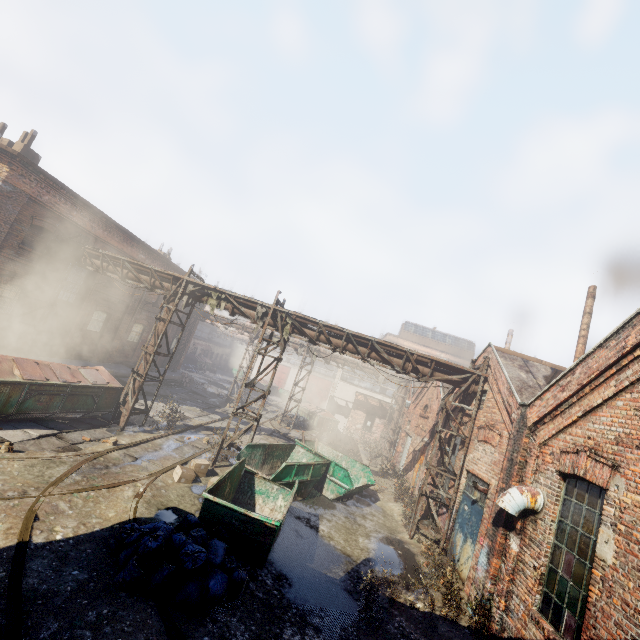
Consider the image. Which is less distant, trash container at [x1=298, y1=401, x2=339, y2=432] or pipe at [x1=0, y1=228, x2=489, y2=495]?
pipe at [x1=0, y1=228, x2=489, y2=495]

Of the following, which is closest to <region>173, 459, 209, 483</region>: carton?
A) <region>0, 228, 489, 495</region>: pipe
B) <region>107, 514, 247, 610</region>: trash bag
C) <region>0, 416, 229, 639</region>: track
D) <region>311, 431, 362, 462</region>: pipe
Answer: <region>0, 416, 229, 639</region>: track

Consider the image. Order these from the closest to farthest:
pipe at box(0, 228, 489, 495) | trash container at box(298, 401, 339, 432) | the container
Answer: the container, pipe at box(0, 228, 489, 495), trash container at box(298, 401, 339, 432)

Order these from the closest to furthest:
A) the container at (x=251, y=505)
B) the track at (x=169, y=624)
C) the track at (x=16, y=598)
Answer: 1. the track at (x=16, y=598)
2. the track at (x=169, y=624)
3. the container at (x=251, y=505)

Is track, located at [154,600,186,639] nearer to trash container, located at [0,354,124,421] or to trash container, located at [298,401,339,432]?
trash container, located at [298,401,339,432]

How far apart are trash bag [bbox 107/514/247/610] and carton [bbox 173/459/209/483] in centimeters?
299cm

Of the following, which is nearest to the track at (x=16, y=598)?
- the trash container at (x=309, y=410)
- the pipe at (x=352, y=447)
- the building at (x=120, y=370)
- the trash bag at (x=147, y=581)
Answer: the trash bag at (x=147, y=581)

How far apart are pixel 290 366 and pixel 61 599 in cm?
3885
